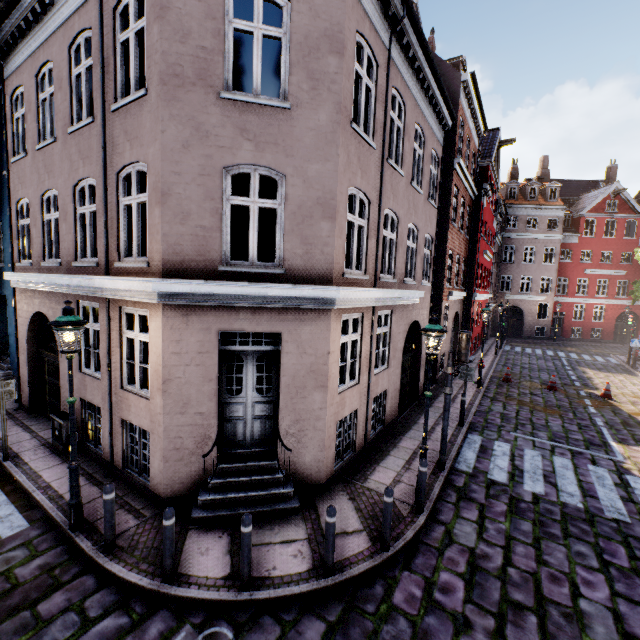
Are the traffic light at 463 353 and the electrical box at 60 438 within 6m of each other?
no

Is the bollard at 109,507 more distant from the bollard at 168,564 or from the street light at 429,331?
the street light at 429,331

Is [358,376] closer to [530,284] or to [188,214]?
[188,214]

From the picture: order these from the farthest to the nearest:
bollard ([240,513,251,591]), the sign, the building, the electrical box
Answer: the electrical box
the sign
the building
bollard ([240,513,251,591])

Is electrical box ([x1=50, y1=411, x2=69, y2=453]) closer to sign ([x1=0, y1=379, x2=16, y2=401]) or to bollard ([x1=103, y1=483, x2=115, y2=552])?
sign ([x1=0, y1=379, x2=16, y2=401])

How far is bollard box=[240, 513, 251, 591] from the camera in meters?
4.5 m

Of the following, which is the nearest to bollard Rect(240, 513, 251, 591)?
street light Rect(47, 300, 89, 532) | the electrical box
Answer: street light Rect(47, 300, 89, 532)

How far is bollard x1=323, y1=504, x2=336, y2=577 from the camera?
4.80m
